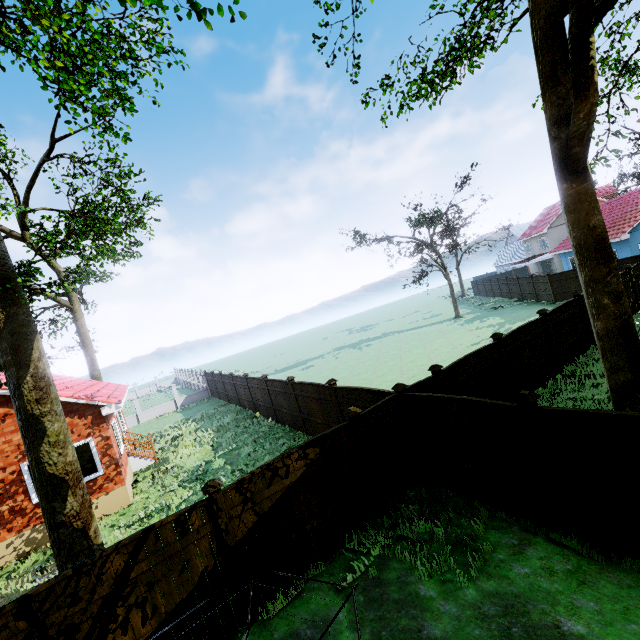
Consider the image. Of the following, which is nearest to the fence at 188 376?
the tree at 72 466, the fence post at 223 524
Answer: the fence post at 223 524

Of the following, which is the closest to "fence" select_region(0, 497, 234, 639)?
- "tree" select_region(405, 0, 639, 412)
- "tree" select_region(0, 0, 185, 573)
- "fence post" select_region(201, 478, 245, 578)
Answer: "fence post" select_region(201, 478, 245, 578)

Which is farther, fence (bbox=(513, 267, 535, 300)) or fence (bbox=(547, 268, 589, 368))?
fence (bbox=(513, 267, 535, 300))

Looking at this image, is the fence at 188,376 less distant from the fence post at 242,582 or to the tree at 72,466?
the fence post at 242,582

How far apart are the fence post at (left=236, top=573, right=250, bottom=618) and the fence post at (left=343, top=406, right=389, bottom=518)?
2.8 meters

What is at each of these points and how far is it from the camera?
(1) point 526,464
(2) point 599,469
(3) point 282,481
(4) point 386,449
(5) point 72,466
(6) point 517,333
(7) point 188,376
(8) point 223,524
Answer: (1) fence, 5.6m
(2) fence, 4.7m
(3) fence, 6.1m
(4) fence, 7.5m
(5) tree, 7.3m
(6) fence, 10.8m
(7) fence, 30.1m
(8) fence post, 5.5m

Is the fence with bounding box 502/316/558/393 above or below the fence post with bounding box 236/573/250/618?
below

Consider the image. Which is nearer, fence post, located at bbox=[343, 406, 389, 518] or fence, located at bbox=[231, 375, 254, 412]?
fence post, located at bbox=[343, 406, 389, 518]
